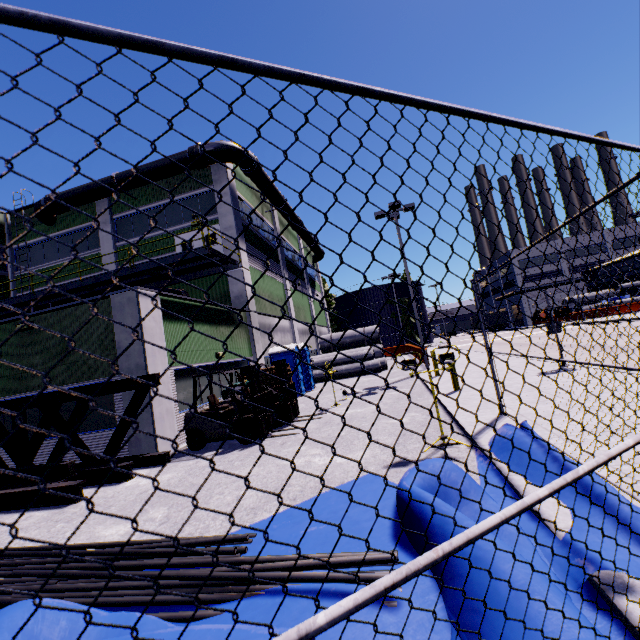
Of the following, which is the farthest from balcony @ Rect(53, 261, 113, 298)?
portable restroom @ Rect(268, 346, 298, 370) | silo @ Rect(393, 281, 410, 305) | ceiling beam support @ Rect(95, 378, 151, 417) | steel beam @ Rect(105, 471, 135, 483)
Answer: silo @ Rect(393, 281, 410, 305)

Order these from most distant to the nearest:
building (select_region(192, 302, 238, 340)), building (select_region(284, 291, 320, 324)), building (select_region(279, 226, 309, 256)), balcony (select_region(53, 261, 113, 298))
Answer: building (select_region(279, 226, 309, 256)), building (select_region(284, 291, 320, 324)), balcony (select_region(53, 261, 113, 298)), building (select_region(192, 302, 238, 340))

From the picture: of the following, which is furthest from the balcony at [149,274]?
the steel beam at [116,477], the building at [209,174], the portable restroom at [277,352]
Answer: the steel beam at [116,477]

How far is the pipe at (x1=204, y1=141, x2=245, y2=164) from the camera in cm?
1697

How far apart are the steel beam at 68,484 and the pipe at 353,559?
1.52m

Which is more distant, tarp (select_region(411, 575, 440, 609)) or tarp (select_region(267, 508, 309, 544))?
tarp (select_region(267, 508, 309, 544))

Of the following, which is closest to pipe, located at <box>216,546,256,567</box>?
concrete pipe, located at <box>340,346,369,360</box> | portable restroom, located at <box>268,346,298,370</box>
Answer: portable restroom, located at <box>268,346,298,370</box>

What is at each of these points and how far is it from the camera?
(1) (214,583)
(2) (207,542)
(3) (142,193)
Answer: (1) pipe, 3.1m
(2) pipe, 4.0m
(3) building, 19.5m
